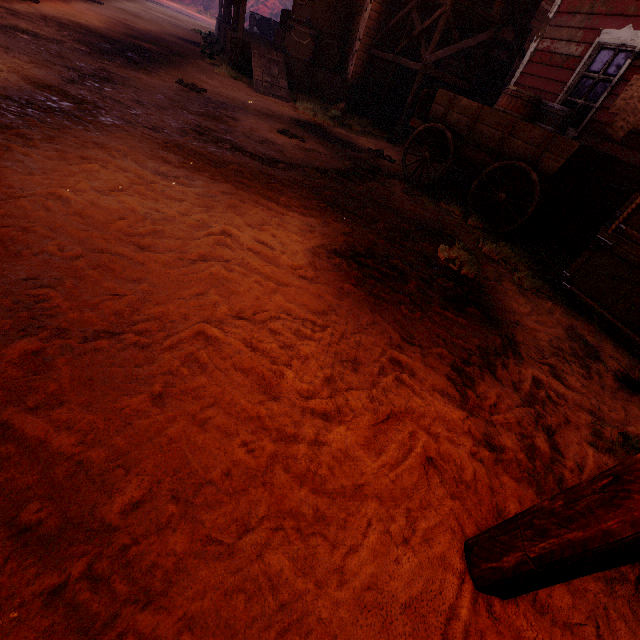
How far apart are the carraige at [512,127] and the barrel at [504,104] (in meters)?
0.02

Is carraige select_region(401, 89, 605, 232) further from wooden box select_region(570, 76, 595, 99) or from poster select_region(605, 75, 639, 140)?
wooden box select_region(570, 76, 595, 99)

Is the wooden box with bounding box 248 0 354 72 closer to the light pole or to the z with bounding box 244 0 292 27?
the z with bounding box 244 0 292 27

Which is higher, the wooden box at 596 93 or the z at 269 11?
the z at 269 11

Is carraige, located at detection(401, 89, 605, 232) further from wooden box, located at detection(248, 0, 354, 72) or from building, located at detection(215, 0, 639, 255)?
wooden box, located at detection(248, 0, 354, 72)

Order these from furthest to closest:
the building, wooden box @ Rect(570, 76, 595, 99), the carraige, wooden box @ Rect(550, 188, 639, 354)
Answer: wooden box @ Rect(570, 76, 595, 99) < the building < the carraige < wooden box @ Rect(550, 188, 639, 354)

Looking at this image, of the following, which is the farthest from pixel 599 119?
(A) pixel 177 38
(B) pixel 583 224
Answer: (A) pixel 177 38

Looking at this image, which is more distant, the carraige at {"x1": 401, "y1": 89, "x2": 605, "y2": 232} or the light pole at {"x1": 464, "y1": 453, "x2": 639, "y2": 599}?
the carraige at {"x1": 401, "y1": 89, "x2": 605, "y2": 232}
